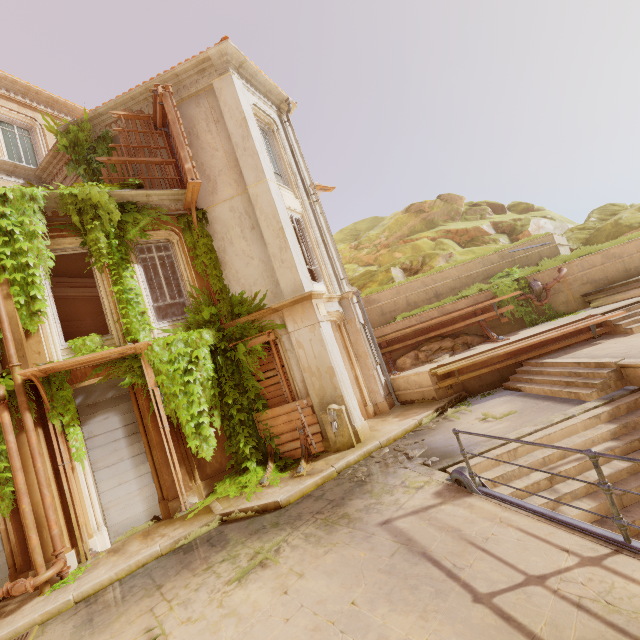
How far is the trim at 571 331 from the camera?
9.69m

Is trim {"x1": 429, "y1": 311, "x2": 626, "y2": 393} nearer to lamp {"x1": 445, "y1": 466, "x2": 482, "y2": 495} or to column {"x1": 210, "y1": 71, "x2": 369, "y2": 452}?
column {"x1": 210, "y1": 71, "x2": 369, "y2": 452}

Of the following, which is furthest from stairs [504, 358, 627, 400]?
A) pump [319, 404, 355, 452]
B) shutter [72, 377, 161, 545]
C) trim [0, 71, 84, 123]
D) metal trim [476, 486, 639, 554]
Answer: trim [0, 71, 84, 123]

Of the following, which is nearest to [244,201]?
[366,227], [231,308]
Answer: [231,308]

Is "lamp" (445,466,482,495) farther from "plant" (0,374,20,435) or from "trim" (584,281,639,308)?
"trim" (584,281,639,308)

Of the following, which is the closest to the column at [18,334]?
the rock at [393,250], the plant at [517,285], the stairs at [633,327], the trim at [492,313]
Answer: the trim at [492,313]

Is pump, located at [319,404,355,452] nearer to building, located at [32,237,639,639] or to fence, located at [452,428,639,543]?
building, located at [32,237,639,639]

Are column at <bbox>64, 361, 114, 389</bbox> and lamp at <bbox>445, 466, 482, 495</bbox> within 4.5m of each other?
no
